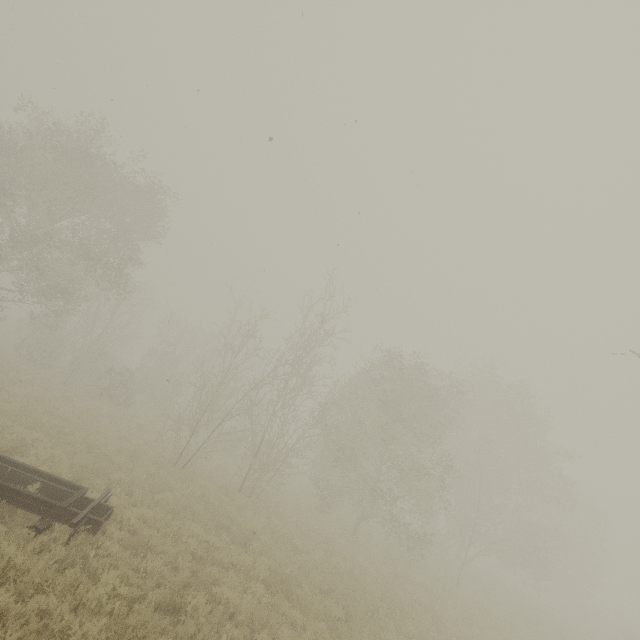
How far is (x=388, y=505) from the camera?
16.3m
